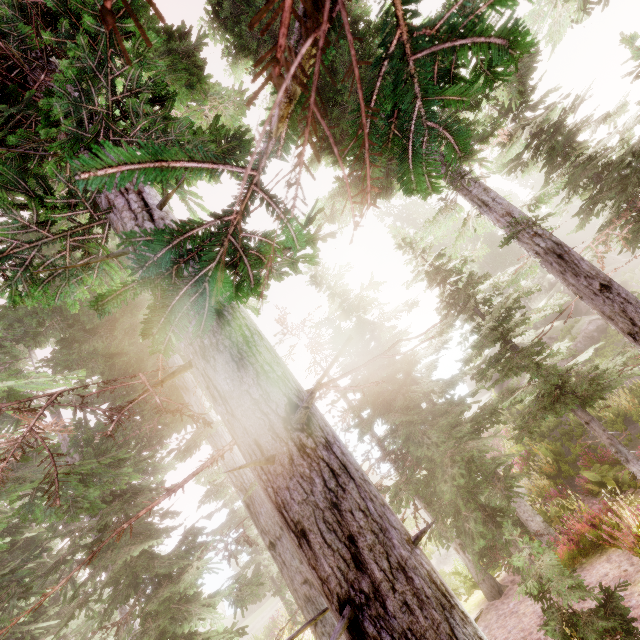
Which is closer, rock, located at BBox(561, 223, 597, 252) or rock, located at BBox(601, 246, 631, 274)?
rock, located at BBox(601, 246, 631, 274)

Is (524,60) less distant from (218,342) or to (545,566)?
(218,342)

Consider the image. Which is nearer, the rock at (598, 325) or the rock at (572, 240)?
the rock at (598, 325)

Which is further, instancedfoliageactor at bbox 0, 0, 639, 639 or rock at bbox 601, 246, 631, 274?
rock at bbox 601, 246, 631, 274

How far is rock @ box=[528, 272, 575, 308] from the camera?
33.0m

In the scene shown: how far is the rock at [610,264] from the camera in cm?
3225
